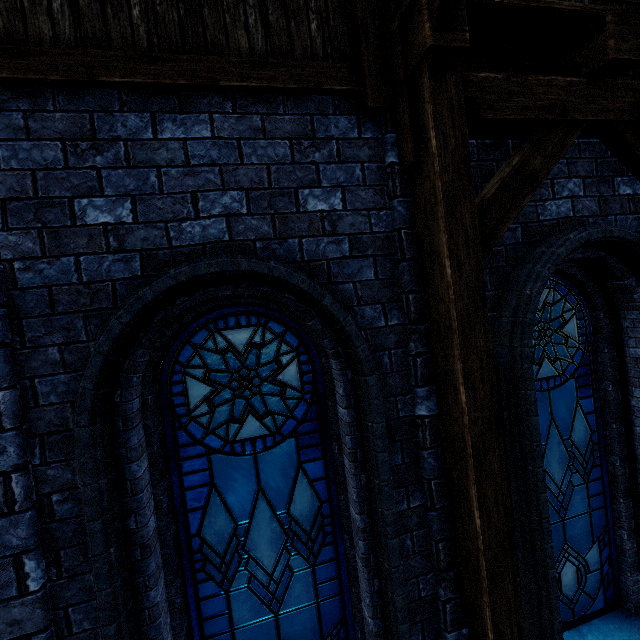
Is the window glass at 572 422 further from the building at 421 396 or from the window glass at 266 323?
the window glass at 266 323

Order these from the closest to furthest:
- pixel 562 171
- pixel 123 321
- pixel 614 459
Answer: pixel 123 321
pixel 562 171
pixel 614 459

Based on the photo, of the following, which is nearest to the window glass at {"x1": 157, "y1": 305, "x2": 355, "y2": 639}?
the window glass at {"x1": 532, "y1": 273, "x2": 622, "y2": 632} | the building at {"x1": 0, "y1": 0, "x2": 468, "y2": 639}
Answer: the building at {"x1": 0, "y1": 0, "x2": 468, "y2": 639}

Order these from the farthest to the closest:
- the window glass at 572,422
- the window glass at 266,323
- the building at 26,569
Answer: the window glass at 572,422 → the window glass at 266,323 → the building at 26,569

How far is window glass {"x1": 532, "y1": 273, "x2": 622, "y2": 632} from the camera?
3.3 meters

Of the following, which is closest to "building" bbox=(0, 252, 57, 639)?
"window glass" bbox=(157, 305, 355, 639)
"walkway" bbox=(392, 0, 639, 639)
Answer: "walkway" bbox=(392, 0, 639, 639)

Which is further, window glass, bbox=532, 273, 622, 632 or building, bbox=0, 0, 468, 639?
window glass, bbox=532, 273, 622, 632

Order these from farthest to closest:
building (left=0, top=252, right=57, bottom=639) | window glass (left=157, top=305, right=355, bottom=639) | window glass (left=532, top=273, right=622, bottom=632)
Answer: window glass (left=532, top=273, right=622, bottom=632)
window glass (left=157, top=305, right=355, bottom=639)
building (left=0, top=252, right=57, bottom=639)
